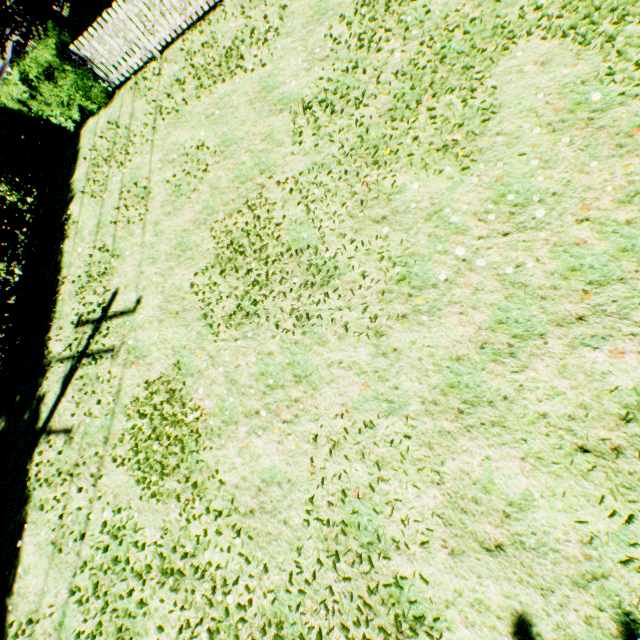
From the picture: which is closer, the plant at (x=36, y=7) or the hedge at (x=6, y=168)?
the hedge at (x=6, y=168)

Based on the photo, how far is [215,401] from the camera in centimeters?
494cm

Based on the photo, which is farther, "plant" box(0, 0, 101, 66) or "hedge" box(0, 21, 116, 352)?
"plant" box(0, 0, 101, 66)
